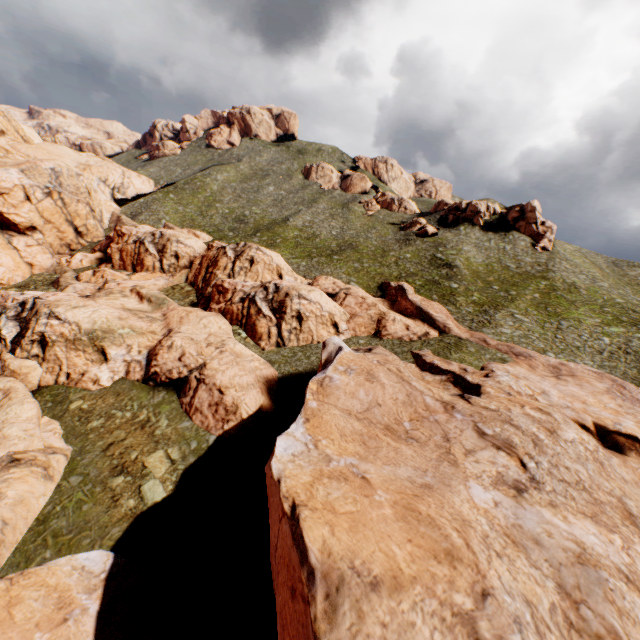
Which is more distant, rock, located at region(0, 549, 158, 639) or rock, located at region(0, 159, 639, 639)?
rock, located at region(0, 549, 158, 639)

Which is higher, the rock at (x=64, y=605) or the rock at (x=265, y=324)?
the rock at (x=265, y=324)

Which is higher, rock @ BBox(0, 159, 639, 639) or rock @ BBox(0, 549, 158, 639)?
rock @ BBox(0, 159, 639, 639)

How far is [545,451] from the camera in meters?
18.8

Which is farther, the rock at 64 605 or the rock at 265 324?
the rock at 64 605
